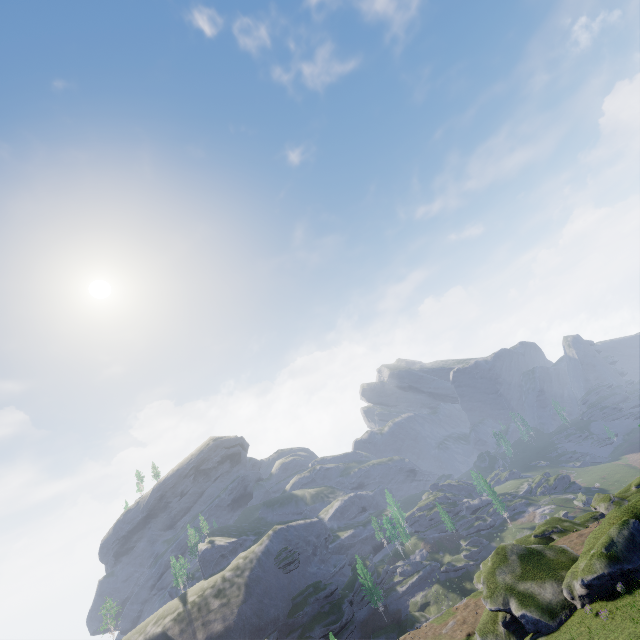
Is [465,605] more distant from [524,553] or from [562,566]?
[562,566]
